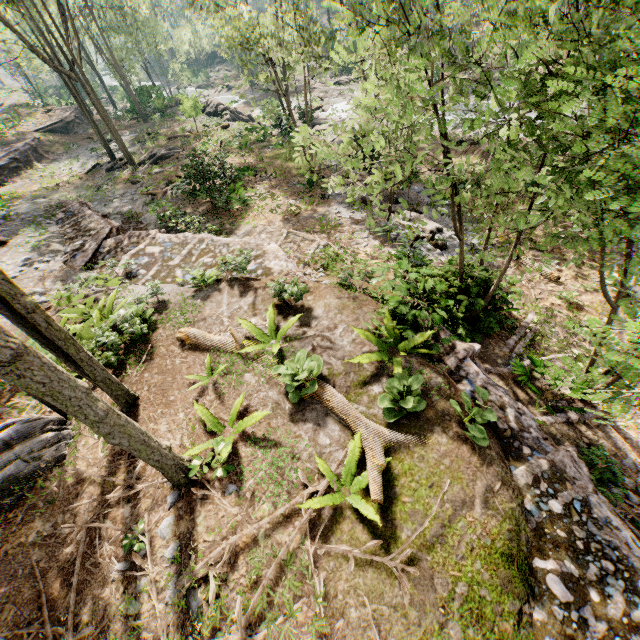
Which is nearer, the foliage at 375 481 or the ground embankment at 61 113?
the foliage at 375 481

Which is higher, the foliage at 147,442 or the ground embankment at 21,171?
the foliage at 147,442

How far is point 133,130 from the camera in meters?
35.4 m

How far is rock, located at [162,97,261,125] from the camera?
28.8m

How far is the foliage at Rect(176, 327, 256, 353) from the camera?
8.1m

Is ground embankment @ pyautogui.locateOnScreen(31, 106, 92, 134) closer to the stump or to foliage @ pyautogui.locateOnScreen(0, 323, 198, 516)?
foliage @ pyautogui.locateOnScreen(0, 323, 198, 516)

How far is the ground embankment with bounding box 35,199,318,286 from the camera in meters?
11.1
